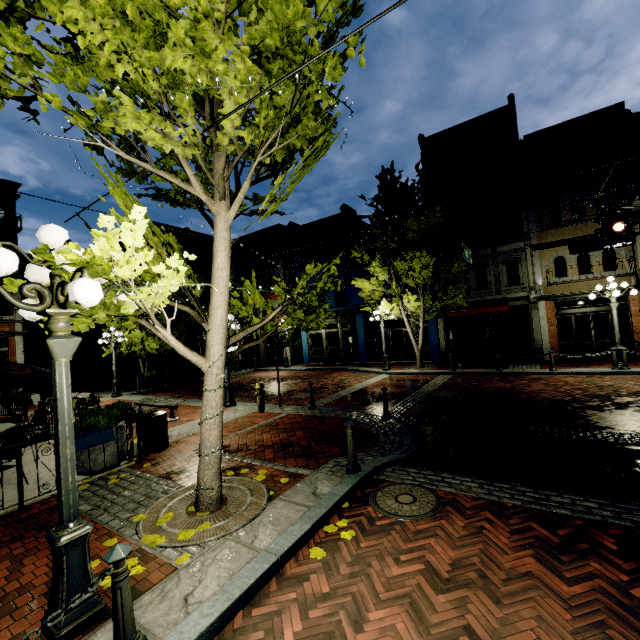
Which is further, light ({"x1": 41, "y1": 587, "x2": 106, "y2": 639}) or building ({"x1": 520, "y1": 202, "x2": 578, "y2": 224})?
building ({"x1": 520, "y1": 202, "x2": 578, "y2": 224})

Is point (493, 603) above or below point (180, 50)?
below

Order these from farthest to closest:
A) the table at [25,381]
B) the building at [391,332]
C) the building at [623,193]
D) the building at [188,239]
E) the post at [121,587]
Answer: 1. the building at [188,239]
2. the building at [391,332]
3. the building at [623,193]
4. the table at [25,381]
5. the post at [121,587]

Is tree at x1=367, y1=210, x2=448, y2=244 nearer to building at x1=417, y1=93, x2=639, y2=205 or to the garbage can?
building at x1=417, y1=93, x2=639, y2=205

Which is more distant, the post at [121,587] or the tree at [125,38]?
the tree at [125,38]

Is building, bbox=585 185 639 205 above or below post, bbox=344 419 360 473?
above

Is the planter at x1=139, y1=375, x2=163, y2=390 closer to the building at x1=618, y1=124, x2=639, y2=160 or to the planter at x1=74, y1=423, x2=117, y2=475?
the building at x1=618, y1=124, x2=639, y2=160

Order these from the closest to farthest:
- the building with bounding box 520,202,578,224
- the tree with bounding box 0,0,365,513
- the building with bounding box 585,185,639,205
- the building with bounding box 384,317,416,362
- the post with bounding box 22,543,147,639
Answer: the post with bounding box 22,543,147,639
the tree with bounding box 0,0,365,513
the building with bounding box 585,185,639,205
the building with bounding box 520,202,578,224
the building with bounding box 384,317,416,362
